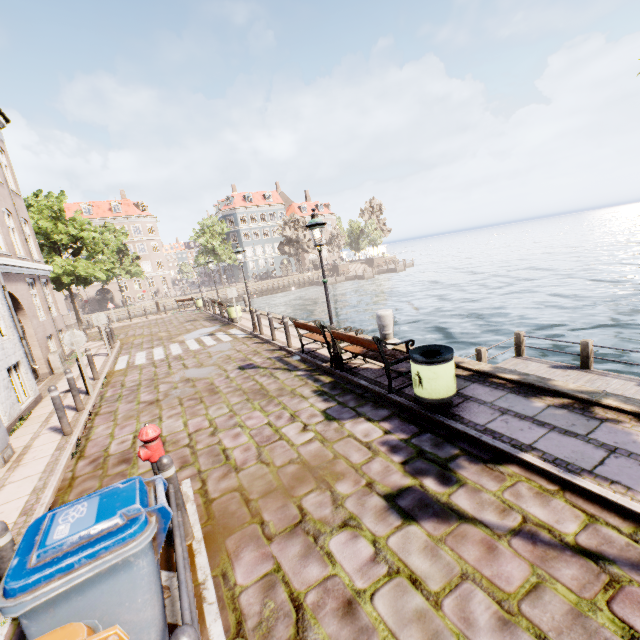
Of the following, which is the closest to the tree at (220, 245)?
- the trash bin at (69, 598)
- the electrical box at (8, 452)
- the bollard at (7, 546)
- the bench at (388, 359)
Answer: the electrical box at (8, 452)

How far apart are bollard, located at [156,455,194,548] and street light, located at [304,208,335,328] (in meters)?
4.80

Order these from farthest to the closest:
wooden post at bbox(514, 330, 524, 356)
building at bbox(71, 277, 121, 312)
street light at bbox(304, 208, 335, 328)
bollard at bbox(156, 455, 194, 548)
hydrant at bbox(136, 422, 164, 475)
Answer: building at bbox(71, 277, 121, 312), wooden post at bbox(514, 330, 524, 356), street light at bbox(304, 208, 335, 328), hydrant at bbox(136, 422, 164, 475), bollard at bbox(156, 455, 194, 548)

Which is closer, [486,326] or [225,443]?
[225,443]

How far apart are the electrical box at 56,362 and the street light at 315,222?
11.5m

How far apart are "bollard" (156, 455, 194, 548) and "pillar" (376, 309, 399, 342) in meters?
6.2

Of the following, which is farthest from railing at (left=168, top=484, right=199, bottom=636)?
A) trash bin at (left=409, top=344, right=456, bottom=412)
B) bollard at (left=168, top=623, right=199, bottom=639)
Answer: trash bin at (left=409, top=344, right=456, bottom=412)

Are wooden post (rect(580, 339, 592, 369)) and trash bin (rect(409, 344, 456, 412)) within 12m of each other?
yes
